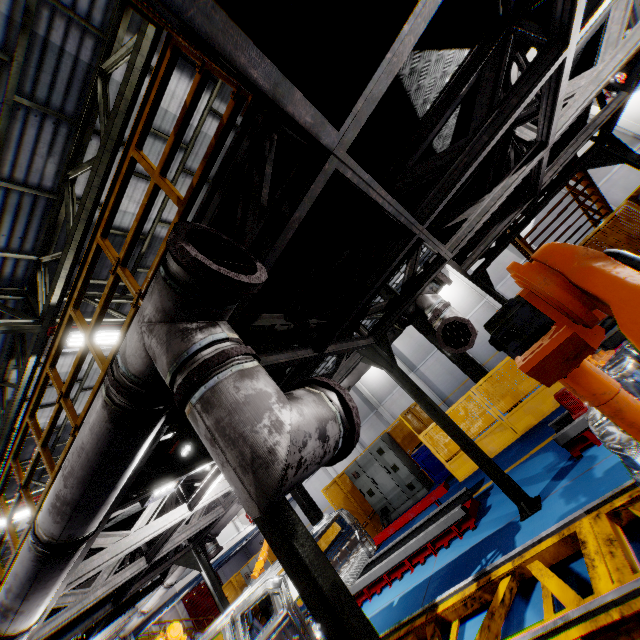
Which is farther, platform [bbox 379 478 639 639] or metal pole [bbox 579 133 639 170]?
metal pole [bbox 579 133 639 170]

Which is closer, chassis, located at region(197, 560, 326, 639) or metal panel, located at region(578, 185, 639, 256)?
chassis, located at region(197, 560, 326, 639)

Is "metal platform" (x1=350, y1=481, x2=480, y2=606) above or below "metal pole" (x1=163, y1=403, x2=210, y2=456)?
below

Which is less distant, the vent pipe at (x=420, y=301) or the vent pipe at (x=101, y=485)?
the vent pipe at (x=101, y=485)

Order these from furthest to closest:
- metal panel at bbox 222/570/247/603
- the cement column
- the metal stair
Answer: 1. the cement column
2. metal panel at bbox 222/570/247/603
3. the metal stair

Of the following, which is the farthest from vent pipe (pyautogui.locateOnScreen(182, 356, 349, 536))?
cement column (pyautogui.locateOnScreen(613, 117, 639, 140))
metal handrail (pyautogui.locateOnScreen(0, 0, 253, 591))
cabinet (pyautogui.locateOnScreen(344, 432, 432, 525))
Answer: cement column (pyautogui.locateOnScreen(613, 117, 639, 140))

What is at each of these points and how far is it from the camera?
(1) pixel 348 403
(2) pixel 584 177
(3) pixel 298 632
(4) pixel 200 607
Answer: (1) pipe cover, 2.0 meters
(2) metal stair, 8.5 meters
(3) chassis, 3.4 meters
(4) door, 29.3 meters

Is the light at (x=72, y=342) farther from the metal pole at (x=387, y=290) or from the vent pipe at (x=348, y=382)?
the metal pole at (x=387, y=290)
